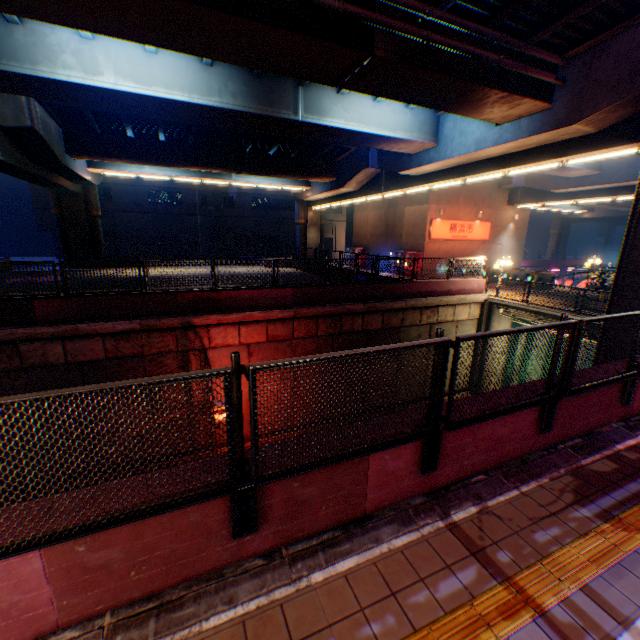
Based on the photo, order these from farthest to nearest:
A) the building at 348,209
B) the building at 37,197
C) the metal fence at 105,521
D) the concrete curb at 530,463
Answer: the building at 348,209 < the building at 37,197 < the concrete curb at 530,463 < the metal fence at 105,521

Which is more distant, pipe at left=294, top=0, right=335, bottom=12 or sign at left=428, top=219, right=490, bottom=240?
sign at left=428, top=219, right=490, bottom=240

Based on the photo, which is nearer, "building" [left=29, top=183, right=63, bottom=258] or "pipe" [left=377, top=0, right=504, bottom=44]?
"pipe" [left=377, top=0, right=504, bottom=44]

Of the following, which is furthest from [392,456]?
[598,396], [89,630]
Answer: [598,396]

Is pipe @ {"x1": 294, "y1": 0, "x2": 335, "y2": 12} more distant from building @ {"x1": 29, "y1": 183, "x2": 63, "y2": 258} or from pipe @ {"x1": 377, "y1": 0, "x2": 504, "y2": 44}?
building @ {"x1": 29, "y1": 183, "x2": 63, "y2": 258}

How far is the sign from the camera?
26.2 meters

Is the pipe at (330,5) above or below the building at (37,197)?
above

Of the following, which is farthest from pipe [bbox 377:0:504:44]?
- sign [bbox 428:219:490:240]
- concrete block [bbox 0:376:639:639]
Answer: sign [bbox 428:219:490:240]
